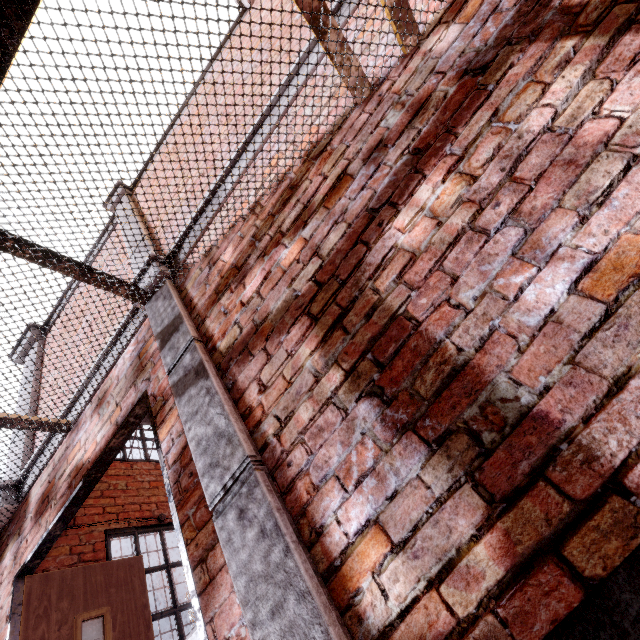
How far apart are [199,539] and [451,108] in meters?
2.4 m

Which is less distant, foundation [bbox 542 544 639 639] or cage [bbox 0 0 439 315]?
foundation [bbox 542 544 639 639]

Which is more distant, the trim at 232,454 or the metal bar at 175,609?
the metal bar at 175,609

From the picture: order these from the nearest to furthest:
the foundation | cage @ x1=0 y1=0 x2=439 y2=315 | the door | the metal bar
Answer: the foundation < cage @ x1=0 y1=0 x2=439 y2=315 < the door < the metal bar

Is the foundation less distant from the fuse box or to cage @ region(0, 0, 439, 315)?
cage @ region(0, 0, 439, 315)

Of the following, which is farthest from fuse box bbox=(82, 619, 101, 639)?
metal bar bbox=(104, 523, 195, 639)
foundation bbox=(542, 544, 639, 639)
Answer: foundation bbox=(542, 544, 639, 639)

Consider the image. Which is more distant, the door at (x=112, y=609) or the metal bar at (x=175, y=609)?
the metal bar at (x=175, y=609)

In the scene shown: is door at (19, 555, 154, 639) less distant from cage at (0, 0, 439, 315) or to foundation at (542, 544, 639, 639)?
cage at (0, 0, 439, 315)
